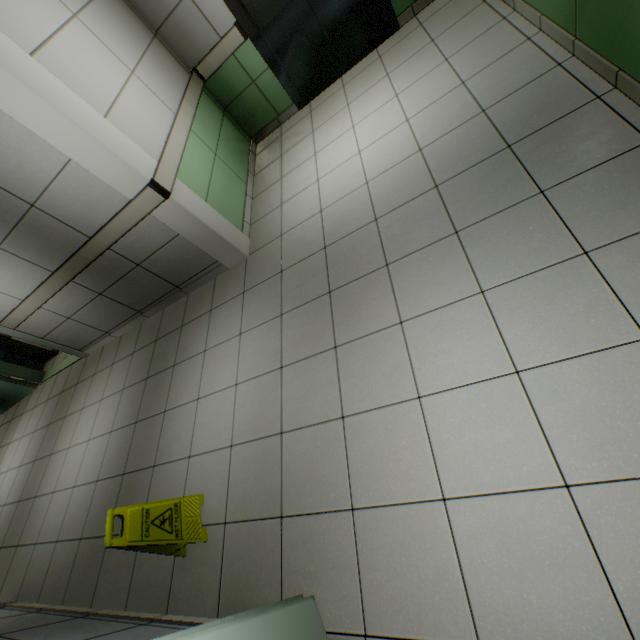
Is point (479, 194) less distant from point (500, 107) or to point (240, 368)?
point (500, 107)

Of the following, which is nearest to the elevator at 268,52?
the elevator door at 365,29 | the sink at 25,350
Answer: the elevator door at 365,29

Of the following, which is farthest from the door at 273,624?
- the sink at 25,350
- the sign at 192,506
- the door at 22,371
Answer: the sink at 25,350

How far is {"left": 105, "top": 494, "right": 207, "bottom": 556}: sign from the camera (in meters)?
1.93

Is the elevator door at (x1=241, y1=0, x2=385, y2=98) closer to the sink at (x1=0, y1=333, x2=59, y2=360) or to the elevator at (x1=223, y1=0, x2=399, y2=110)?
the elevator at (x1=223, y1=0, x2=399, y2=110)

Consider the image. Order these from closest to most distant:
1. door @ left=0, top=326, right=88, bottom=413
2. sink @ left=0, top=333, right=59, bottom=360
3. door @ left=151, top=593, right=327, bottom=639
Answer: door @ left=151, top=593, right=327, bottom=639
door @ left=0, top=326, right=88, bottom=413
sink @ left=0, top=333, right=59, bottom=360

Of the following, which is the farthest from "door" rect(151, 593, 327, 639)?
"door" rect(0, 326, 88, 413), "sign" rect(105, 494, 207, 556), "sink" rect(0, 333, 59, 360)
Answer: "sink" rect(0, 333, 59, 360)

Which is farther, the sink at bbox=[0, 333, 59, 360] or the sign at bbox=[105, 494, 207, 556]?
the sink at bbox=[0, 333, 59, 360]
